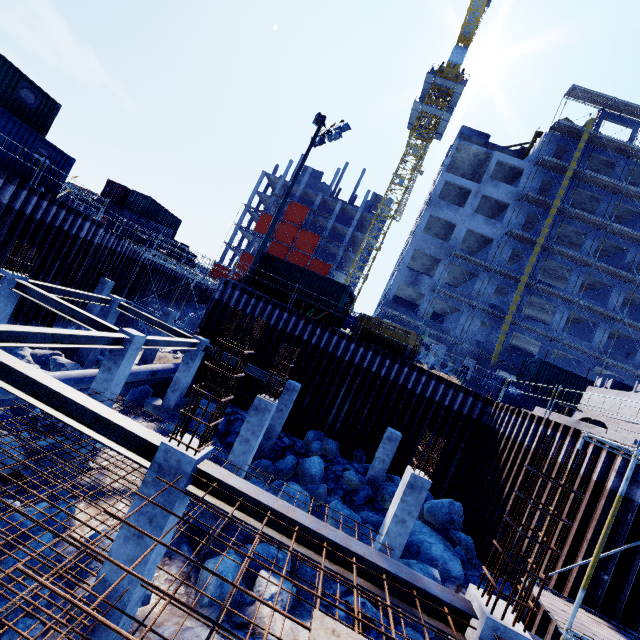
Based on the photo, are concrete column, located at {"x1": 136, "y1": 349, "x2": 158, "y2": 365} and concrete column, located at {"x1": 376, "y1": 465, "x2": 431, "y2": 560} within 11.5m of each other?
no

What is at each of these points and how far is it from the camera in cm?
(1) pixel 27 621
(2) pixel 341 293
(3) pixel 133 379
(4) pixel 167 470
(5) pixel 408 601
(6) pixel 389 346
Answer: (1) compgrassrocksplants, 581
(2) cargo container, 1836
(3) pipe, 1466
(4) concrete column, 470
(5) steel beam, 450
(6) dumpster, 1812

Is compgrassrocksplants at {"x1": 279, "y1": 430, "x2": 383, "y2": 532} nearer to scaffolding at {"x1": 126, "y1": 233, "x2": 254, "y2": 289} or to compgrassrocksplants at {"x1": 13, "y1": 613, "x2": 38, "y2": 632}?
compgrassrocksplants at {"x1": 13, "y1": 613, "x2": 38, "y2": 632}

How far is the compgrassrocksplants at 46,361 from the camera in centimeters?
1433cm

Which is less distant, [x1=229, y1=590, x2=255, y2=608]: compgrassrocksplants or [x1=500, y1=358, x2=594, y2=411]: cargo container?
[x1=229, y1=590, x2=255, y2=608]: compgrassrocksplants

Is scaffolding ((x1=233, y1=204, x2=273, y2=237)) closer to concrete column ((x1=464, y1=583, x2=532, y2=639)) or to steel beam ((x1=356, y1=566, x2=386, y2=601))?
steel beam ((x1=356, y1=566, x2=386, y2=601))

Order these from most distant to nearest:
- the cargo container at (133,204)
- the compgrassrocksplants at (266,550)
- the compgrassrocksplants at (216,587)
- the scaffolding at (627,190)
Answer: the cargo container at (133,204) → the scaffolding at (627,190) → the compgrassrocksplants at (266,550) → the compgrassrocksplants at (216,587)

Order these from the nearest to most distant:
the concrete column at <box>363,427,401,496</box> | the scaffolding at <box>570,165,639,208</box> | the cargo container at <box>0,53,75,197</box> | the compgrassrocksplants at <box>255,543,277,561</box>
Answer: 1. the compgrassrocksplants at <box>255,543,277,561</box>
2. the concrete column at <box>363,427,401,496</box>
3. the cargo container at <box>0,53,75,197</box>
4. the scaffolding at <box>570,165,639,208</box>
